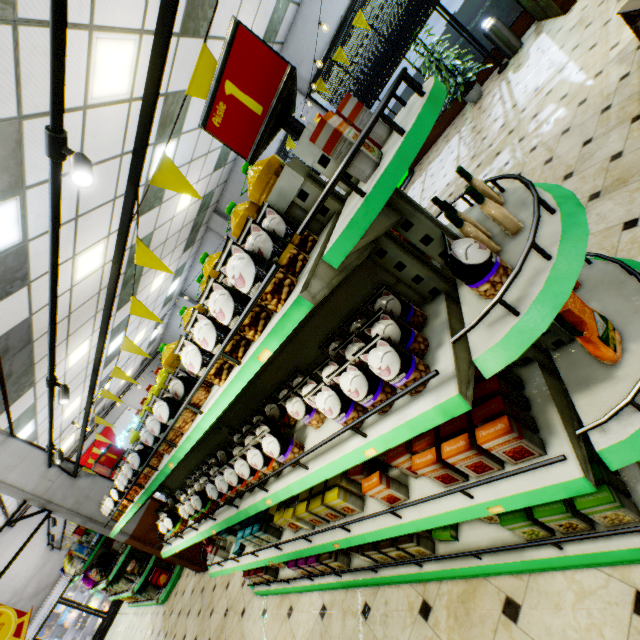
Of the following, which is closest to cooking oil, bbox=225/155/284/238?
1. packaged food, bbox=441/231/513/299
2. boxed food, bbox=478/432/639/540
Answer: packaged food, bbox=441/231/513/299

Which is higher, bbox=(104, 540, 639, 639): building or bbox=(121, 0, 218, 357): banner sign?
bbox=(121, 0, 218, 357): banner sign

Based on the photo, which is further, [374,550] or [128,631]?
[128,631]

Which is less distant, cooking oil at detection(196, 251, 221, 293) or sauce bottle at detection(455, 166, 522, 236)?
sauce bottle at detection(455, 166, 522, 236)

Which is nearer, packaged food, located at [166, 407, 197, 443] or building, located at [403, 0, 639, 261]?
packaged food, located at [166, 407, 197, 443]

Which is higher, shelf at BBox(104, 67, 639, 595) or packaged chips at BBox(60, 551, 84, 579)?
packaged chips at BBox(60, 551, 84, 579)

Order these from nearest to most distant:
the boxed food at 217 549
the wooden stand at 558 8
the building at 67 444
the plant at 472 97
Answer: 1. the boxed food at 217 549
2. the wooden stand at 558 8
3. the plant at 472 97
4. the building at 67 444

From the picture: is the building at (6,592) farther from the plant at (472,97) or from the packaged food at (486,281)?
the packaged food at (486,281)
